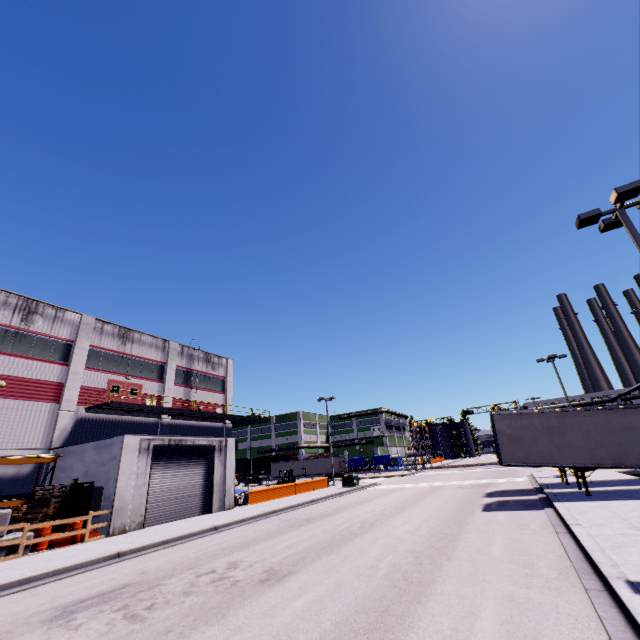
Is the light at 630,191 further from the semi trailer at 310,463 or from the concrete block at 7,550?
the concrete block at 7,550

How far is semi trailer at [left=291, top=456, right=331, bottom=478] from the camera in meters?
56.2 m

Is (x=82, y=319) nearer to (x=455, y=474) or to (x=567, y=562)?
(x=567, y=562)

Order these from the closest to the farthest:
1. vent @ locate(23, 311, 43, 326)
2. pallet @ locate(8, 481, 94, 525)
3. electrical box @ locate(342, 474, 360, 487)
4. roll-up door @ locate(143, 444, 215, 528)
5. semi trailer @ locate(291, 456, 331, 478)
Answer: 1. pallet @ locate(8, 481, 94, 525)
2. roll-up door @ locate(143, 444, 215, 528)
3. vent @ locate(23, 311, 43, 326)
4. electrical box @ locate(342, 474, 360, 487)
5. semi trailer @ locate(291, 456, 331, 478)

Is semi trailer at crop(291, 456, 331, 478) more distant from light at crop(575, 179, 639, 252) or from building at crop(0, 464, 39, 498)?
light at crop(575, 179, 639, 252)

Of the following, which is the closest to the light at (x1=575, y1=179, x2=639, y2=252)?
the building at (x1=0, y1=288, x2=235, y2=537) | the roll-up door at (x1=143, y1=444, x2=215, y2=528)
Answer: the building at (x1=0, y1=288, x2=235, y2=537)

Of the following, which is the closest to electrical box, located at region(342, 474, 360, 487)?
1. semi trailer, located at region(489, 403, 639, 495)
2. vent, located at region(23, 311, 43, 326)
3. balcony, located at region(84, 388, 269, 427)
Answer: semi trailer, located at region(489, 403, 639, 495)

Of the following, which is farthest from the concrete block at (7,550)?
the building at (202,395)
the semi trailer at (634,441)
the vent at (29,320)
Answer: the vent at (29,320)
